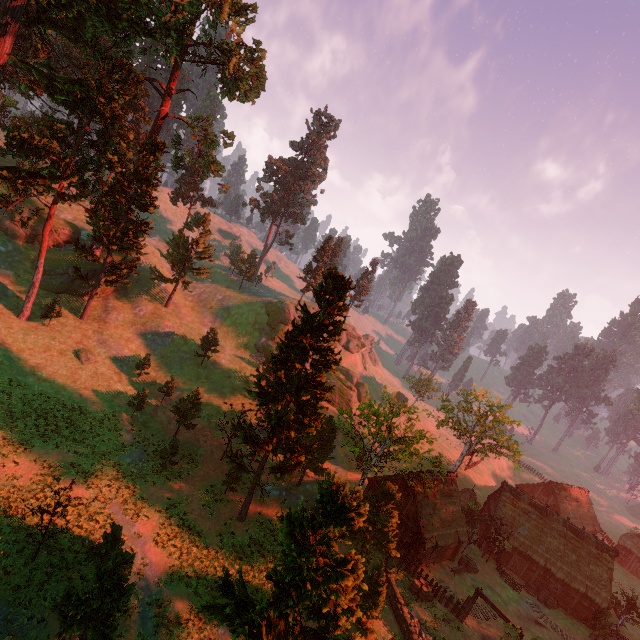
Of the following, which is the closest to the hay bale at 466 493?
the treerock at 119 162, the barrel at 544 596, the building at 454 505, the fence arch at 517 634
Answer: the treerock at 119 162

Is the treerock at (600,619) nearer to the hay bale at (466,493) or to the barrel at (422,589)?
the barrel at (422,589)

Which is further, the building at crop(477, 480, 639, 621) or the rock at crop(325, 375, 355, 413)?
the rock at crop(325, 375, 355, 413)

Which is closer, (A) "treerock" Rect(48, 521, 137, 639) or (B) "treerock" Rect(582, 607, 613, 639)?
(A) "treerock" Rect(48, 521, 137, 639)

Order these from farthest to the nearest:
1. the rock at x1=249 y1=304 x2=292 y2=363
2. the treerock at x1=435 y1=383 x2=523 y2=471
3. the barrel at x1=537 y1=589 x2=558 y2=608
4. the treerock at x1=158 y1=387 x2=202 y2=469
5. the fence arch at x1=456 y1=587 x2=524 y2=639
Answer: the rock at x1=249 y1=304 x2=292 y2=363 < the treerock at x1=435 y1=383 x2=523 y2=471 < the barrel at x1=537 y1=589 x2=558 y2=608 < the treerock at x1=158 y1=387 x2=202 y2=469 < the fence arch at x1=456 y1=587 x2=524 y2=639

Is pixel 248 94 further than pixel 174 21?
Yes

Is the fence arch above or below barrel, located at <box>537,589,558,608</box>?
above

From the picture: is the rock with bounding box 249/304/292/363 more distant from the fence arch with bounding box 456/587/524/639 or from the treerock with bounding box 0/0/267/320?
the fence arch with bounding box 456/587/524/639
